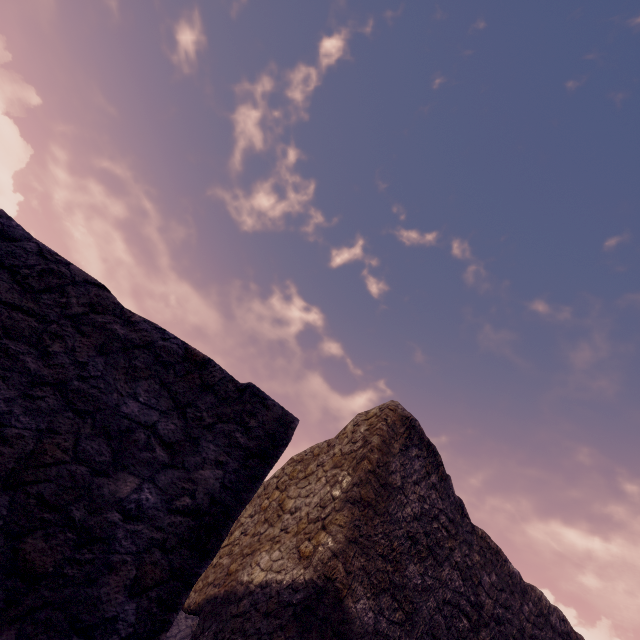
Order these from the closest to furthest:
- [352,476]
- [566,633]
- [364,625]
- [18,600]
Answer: [18,600] → [364,625] → [352,476] → [566,633]
